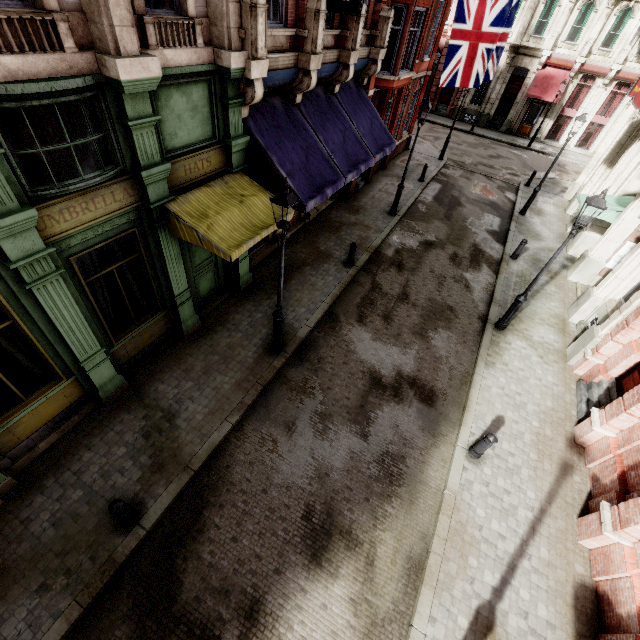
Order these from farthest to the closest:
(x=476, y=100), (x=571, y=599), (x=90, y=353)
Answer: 1. (x=476, y=100)
2. (x=90, y=353)
3. (x=571, y=599)

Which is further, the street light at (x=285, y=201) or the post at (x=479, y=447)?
the post at (x=479, y=447)

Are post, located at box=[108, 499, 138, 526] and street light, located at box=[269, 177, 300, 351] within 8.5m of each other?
yes

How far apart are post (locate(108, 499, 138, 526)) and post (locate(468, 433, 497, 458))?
7.3m

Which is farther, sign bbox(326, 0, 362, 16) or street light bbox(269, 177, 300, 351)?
sign bbox(326, 0, 362, 16)

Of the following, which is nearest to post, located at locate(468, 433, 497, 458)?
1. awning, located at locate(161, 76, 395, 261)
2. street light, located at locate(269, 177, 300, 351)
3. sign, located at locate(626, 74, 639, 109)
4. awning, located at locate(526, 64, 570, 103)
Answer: street light, located at locate(269, 177, 300, 351)

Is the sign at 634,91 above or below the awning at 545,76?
above

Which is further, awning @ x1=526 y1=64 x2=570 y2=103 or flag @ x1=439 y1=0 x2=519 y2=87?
awning @ x1=526 y1=64 x2=570 y2=103
